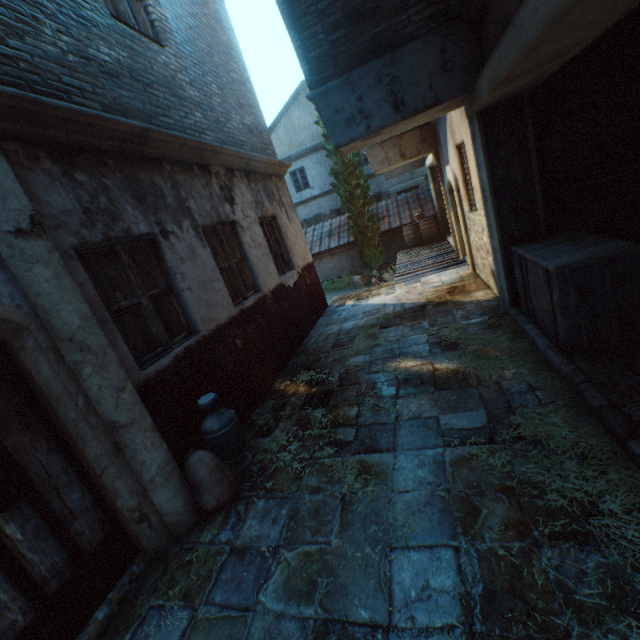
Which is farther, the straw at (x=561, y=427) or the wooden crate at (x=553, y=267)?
the wooden crate at (x=553, y=267)

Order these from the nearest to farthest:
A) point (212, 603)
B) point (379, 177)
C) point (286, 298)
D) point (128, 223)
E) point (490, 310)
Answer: point (212, 603) → point (128, 223) → point (490, 310) → point (286, 298) → point (379, 177)

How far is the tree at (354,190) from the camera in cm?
1381

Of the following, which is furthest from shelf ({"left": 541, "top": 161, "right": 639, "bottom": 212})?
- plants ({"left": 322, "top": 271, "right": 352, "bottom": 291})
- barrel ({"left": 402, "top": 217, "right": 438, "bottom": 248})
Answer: plants ({"left": 322, "top": 271, "right": 352, "bottom": 291})

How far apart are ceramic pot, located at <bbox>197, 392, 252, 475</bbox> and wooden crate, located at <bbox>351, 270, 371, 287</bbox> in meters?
11.4 m

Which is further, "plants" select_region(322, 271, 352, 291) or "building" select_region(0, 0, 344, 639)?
"plants" select_region(322, 271, 352, 291)

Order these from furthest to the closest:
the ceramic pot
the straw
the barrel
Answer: the barrel → the ceramic pot → the straw

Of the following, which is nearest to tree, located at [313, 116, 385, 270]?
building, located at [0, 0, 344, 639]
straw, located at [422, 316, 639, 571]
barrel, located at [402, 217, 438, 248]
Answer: building, located at [0, 0, 344, 639]
